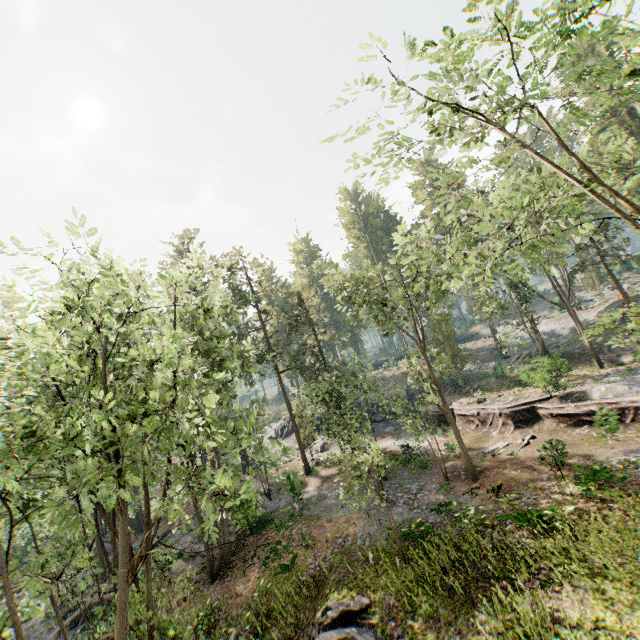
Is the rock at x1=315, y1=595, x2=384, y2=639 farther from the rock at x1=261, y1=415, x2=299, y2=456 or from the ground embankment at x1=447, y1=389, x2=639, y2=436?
the rock at x1=261, y1=415, x2=299, y2=456

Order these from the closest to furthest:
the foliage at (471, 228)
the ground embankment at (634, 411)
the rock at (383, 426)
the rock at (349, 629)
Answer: the foliage at (471, 228)
the rock at (349, 629)
the ground embankment at (634, 411)
the rock at (383, 426)

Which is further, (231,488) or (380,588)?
(380,588)

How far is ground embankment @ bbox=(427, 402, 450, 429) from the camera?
32.8 meters

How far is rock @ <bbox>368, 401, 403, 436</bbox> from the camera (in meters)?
39.09

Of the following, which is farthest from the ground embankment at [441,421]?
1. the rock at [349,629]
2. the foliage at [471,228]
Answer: the rock at [349,629]

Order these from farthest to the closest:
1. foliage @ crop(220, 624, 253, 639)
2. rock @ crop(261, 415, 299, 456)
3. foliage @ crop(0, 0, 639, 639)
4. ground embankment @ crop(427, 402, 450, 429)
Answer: rock @ crop(261, 415, 299, 456) → ground embankment @ crop(427, 402, 450, 429) → foliage @ crop(220, 624, 253, 639) → foliage @ crop(0, 0, 639, 639)
